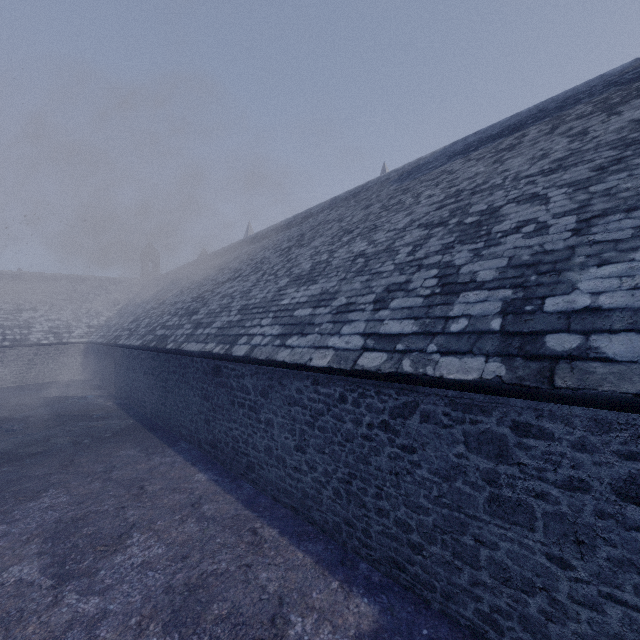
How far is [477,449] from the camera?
3.5m
